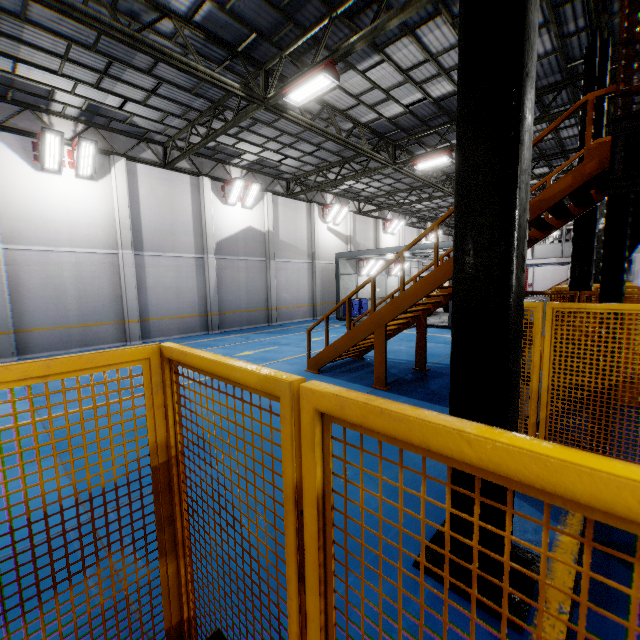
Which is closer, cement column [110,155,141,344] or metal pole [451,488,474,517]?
metal pole [451,488,474,517]

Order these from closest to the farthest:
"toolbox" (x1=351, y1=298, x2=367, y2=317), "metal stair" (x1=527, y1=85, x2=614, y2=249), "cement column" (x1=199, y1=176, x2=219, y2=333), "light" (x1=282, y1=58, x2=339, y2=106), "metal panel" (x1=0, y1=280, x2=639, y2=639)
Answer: "metal panel" (x1=0, y1=280, x2=639, y2=639)
"metal stair" (x1=527, y1=85, x2=614, y2=249)
"light" (x1=282, y1=58, x2=339, y2=106)
"cement column" (x1=199, y1=176, x2=219, y2=333)
"toolbox" (x1=351, y1=298, x2=367, y2=317)

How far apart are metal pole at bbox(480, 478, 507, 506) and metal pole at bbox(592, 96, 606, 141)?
6.4 meters

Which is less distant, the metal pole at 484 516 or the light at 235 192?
the metal pole at 484 516

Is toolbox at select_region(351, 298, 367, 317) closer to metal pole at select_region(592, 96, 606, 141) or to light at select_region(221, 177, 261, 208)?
light at select_region(221, 177, 261, 208)

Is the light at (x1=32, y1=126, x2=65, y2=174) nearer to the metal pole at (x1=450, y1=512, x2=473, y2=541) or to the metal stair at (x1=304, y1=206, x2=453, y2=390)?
the metal stair at (x1=304, y1=206, x2=453, y2=390)

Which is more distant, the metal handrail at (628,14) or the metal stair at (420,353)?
the metal stair at (420,353)

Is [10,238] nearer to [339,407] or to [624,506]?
[339,407]
